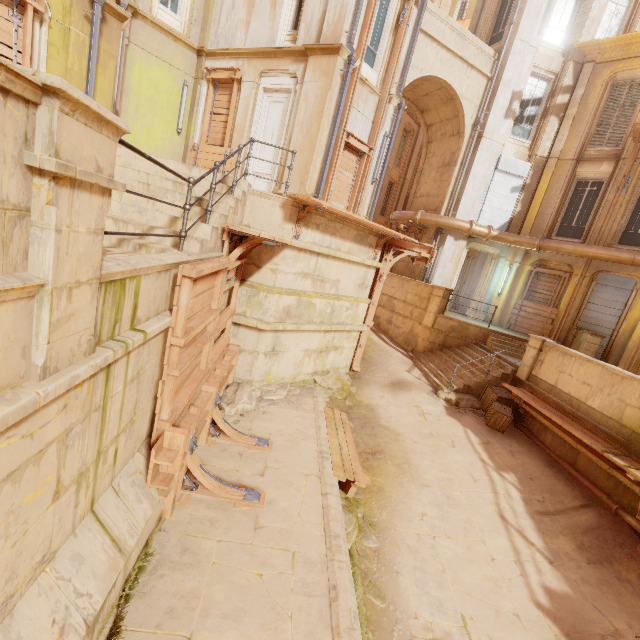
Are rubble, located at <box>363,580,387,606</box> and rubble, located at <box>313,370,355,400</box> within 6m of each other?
yes

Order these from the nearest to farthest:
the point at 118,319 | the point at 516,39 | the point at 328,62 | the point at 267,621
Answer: the point at 118,319, the point at 267,621, the point at 328,62, the point at 516,39

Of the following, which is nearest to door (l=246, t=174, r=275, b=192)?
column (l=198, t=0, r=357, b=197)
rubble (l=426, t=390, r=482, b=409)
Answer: column (l=198, t=0, r=357, b=197)

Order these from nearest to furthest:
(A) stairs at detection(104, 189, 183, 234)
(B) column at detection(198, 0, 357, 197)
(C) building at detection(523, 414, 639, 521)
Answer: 1. (A) stairs at detection(104, 189, 183, 234)
2. (C) building at detection(523, 414, 639, 521)
3. (B) column at detection(198, 0, 357, 197)

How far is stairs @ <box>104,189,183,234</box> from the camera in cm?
470

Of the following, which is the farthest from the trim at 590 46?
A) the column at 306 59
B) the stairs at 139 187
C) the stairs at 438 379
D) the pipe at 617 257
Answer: the stairs at 139 187

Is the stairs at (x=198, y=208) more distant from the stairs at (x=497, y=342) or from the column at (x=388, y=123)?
the stairs at (x=497, y=342)

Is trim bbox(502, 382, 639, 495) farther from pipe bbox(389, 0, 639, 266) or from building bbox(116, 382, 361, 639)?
pipe bbox(389, 0, 639, 266)
